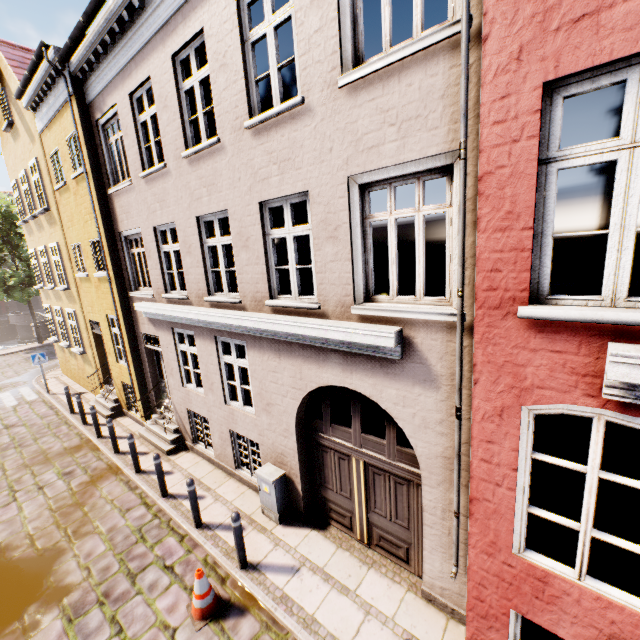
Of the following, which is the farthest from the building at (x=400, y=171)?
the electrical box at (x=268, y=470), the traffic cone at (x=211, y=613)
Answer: the traffic cone at (x=211, y=613)

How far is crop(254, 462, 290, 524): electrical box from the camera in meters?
6.4

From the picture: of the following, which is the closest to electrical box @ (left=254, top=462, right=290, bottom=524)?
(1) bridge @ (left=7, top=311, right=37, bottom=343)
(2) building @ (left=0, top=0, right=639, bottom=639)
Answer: (2) building @ (left=0, top=0, right=639, bottom=639)

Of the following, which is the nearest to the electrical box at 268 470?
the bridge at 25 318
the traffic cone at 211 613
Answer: the traffic cone at 211 613

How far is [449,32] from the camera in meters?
3.2 m

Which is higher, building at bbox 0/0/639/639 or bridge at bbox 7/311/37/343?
building at bbox 0/0/639/639

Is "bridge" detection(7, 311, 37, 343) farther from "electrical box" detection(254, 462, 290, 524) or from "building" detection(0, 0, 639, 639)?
"electrical box" detection(254, 462, 290, 524)

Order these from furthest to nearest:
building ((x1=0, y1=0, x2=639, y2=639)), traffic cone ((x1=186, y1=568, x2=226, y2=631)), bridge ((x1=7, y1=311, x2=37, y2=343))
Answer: bridge ((x1=7, y1=311, x2=37, y2=343)) → traffic cone ((x1=186, y1=568, x2=226, y2=631)) → building ((x1=0, y1=0, x2=639, y2=639))
